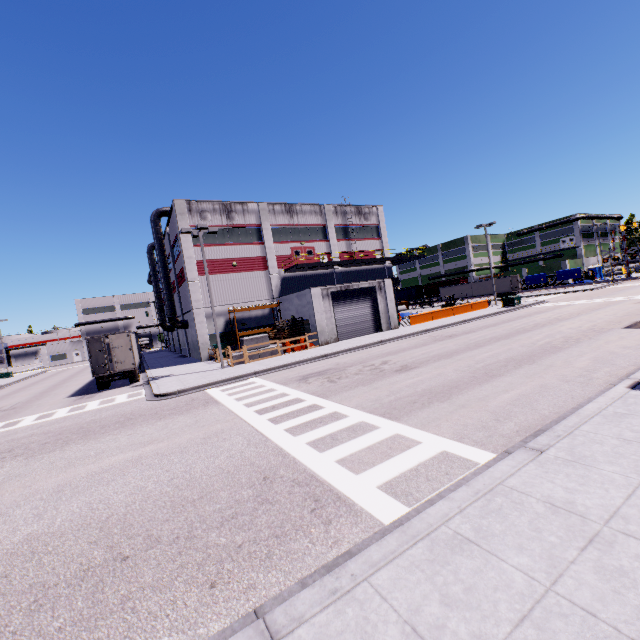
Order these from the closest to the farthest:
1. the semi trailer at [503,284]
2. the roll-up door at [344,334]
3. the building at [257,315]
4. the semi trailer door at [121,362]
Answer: the semi trailer door at [121,362] < the roll-up door at [344,334] < the building at [257,315] < the semi trailer at [503,284]

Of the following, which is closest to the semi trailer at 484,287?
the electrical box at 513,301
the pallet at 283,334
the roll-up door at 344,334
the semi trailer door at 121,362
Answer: the semi trailer door at 121,362

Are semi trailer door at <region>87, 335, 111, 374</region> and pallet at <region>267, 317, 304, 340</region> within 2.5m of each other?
no

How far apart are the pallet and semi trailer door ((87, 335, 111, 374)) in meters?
11.6 m

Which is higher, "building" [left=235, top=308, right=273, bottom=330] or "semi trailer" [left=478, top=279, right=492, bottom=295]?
"building" [left=235, top=308, right=273, bottom=330]

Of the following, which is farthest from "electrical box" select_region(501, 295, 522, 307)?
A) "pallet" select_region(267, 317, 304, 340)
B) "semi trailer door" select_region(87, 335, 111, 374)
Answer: "semi trailer door" select_region(87, 335, 111, 374)

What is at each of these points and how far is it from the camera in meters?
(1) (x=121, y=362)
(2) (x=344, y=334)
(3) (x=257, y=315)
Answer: (1) semi trailer door, 23.1
(2) roll-up door, 28.3
(3) building, 32.4

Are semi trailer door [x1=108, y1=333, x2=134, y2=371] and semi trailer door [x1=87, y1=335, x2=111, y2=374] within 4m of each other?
yes
